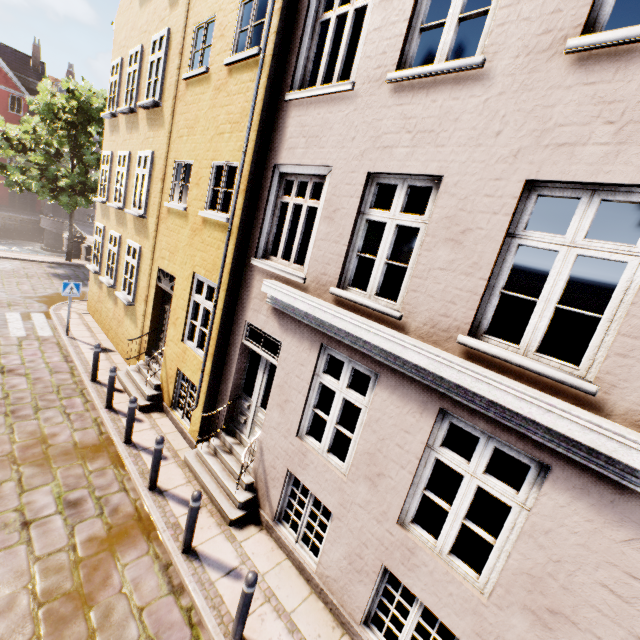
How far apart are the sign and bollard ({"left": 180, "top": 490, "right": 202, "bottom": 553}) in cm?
931

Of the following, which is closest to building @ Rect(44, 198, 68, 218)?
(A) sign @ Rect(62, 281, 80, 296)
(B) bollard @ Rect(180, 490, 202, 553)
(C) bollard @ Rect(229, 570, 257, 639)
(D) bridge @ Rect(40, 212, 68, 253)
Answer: (D) bridge @ Rect(40, 212, 68, 253)

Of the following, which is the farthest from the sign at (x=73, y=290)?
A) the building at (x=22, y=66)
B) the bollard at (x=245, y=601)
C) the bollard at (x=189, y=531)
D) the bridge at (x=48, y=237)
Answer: the building at (x=22, y=66)

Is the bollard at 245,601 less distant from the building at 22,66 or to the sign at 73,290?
the sign at 73,290

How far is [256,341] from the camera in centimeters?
680cm

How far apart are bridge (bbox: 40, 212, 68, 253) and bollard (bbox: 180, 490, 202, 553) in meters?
38.7

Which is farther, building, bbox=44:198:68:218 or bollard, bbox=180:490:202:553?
building, bbox=44:198:68:218

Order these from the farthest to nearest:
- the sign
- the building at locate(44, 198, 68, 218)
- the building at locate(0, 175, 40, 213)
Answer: the building at locate(44, 198, 68, 218)
the building at locate(0, 175, 40, 213)
the sign
